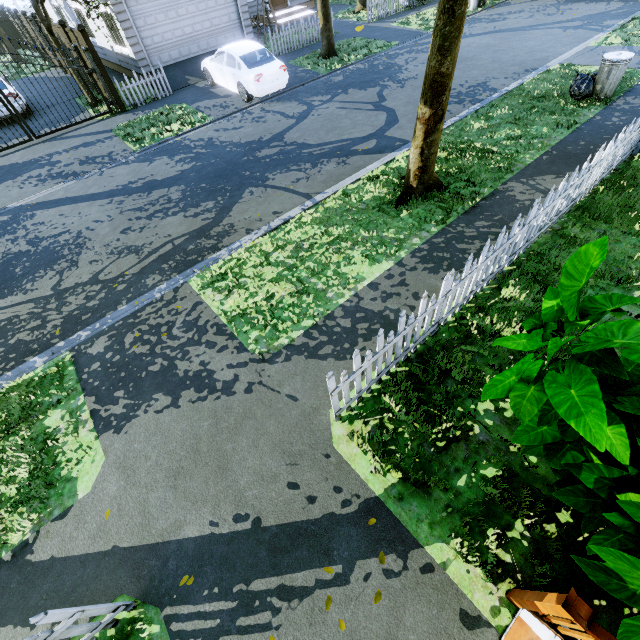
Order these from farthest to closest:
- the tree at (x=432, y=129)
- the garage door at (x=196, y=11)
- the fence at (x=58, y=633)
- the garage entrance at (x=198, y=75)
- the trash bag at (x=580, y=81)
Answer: the garage entrance at (x=198, y=75)
the garage door at (x=196, y=11)
the trash bag at (x=580, y=81)
the tree at (x=432, y=129)
the fence at (x=58, y=633)

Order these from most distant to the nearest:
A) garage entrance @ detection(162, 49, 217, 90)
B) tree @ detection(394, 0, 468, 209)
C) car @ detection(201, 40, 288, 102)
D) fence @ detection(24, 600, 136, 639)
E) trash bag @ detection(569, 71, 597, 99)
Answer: garage entrance @ detection(162, 49, 217, 90), car @ detection(201, 40, 288, 102), trash bag @ detection(569, 71, 597, 99), tree @ detection(394, 0, 468, 209), fence @ detection(24, 600, 136, 639)

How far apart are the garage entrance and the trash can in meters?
13.7 m

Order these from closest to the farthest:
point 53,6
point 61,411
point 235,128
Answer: point 61,411 < point 235,128 < point 53,6

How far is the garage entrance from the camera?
14.20m

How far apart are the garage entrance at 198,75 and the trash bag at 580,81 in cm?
1323

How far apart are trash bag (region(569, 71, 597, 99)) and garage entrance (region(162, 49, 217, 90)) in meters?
13.2

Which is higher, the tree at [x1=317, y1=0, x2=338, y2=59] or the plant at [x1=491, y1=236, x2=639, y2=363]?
the plant at [x1=491, y1=236, x2=639, y2=363]
